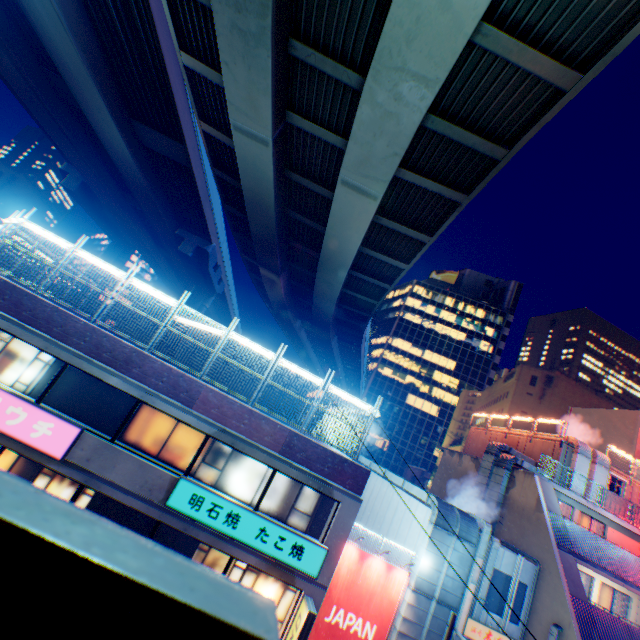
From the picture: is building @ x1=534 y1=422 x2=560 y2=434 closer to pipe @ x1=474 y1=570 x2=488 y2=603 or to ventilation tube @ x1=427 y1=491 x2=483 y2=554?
Answer: pipe @ x1=474 y1=570 x2=488 y2=603

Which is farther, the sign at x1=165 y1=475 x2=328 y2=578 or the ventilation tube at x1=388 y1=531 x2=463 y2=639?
the ventilation tube at x1=388 y1=531 x2=463 y2=639

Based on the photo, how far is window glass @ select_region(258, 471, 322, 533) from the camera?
11.9m

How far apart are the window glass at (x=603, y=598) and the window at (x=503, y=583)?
7.5 meters

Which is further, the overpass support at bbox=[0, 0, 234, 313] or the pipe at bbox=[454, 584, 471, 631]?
the overpass support at bbox=[0, 0, 234, 313]

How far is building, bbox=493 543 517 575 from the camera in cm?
1430

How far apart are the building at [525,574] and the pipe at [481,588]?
0.00m

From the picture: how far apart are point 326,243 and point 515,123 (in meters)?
10.89
